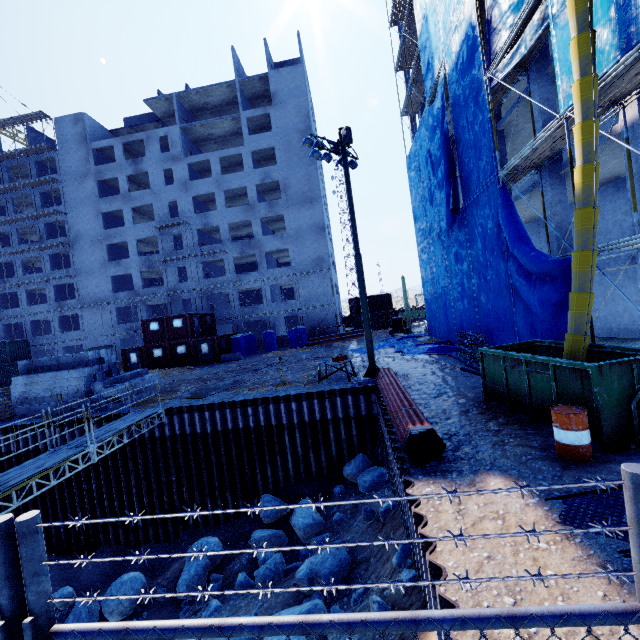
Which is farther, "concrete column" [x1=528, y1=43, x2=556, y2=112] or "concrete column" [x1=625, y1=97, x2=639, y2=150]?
"concrete column" [x1=528, y1=43, x2=556, y2=112]

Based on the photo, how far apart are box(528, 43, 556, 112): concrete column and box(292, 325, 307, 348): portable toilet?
24.8m

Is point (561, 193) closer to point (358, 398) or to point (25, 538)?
point (358, 398)

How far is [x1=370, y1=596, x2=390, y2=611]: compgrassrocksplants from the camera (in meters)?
5.54

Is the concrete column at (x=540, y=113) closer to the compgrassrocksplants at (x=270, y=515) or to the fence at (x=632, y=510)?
the compgrassrocksplants at (x=270, y=515)

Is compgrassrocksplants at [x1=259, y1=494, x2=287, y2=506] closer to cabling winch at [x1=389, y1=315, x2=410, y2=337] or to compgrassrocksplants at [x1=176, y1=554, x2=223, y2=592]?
compgrassrocksplants at [x1=176, y1=554, x2=223, y2=592]

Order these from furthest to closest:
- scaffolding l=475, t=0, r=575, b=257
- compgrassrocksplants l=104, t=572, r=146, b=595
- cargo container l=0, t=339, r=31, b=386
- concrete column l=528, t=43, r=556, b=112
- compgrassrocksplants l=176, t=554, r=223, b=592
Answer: cargo container l=0, t=339, r=31, b=386 < concrete column l=528, t=43, r=556, b=112 < compgrassrocksplants l=104, t=572, r=146, b=595 < compgrassrocksplants l=176, t=554, r=223, b=592 < scaffolding l=475, t=0, r=575, b=257

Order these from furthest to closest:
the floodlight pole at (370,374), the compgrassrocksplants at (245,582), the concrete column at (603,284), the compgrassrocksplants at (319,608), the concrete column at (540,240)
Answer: the concrete column at (540,240), the concrete column at (603,284), the floodlight pole at (370,374), the compgrassrocksplants at (245,582), the compgrassrocksplants at (319,608)
